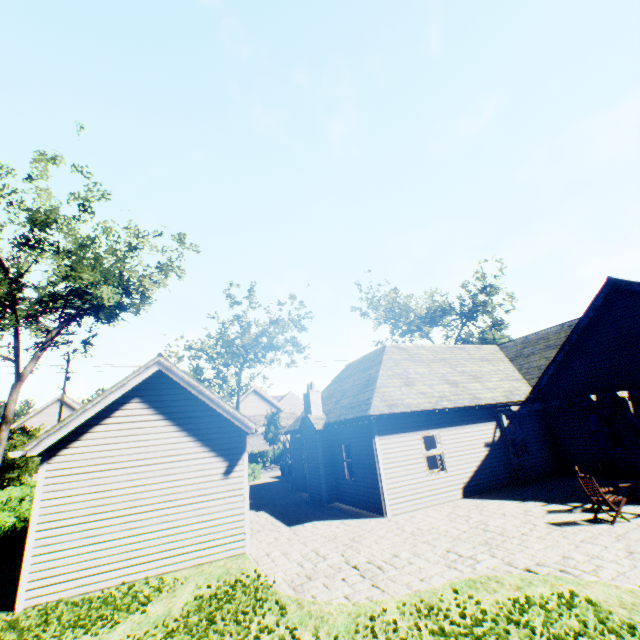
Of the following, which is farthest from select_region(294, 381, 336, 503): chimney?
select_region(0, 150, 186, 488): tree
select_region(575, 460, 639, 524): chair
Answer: select_region(0, 150, 186, 488): tree

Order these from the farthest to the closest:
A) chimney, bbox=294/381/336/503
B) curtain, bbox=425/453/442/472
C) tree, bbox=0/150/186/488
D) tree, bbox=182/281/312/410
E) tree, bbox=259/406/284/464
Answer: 1. tree, bbox=259/406/284/464
2. tree, bbox=182/281/312/410
3. tree, bbox=0/150/186/488
4. chimney, bbox=294/381/336/503
5. curtain, bbox=425/453/442/472

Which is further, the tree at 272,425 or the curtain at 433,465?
the tree at 272,425

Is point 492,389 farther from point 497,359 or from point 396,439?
point 396,439

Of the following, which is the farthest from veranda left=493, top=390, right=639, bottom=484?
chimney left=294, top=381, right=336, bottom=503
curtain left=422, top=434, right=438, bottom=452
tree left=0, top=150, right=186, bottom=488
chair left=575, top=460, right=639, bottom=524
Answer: tree left=0, top=150, right=186, bottom=488

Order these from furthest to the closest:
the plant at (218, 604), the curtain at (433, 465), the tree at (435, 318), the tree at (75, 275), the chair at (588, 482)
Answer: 1. the tree at (435, 318)
2. the tree at (75, 275)
3. the curtain at (433, 465)
4. the chair at (588, 482)
5. the plant at (218, 604)

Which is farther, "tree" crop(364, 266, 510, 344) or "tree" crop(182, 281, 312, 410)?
"tree" crop(364, 266, 510, 344)
